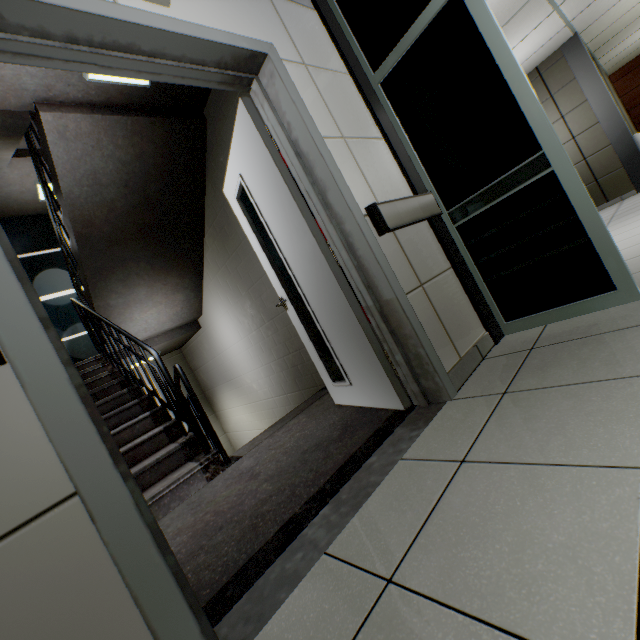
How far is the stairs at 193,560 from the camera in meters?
1.3 m

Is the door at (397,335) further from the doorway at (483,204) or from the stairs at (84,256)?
the doorway at (483,204)

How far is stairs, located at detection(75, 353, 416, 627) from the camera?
1.3m

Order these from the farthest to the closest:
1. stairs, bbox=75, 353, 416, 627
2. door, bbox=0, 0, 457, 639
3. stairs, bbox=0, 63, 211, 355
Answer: stairs, bbox=0, 63, 211, 355
stairs, bbox=75, 353, 416, 627
door, bbox=0, 0, 457, 639

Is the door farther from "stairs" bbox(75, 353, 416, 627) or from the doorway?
the doorway

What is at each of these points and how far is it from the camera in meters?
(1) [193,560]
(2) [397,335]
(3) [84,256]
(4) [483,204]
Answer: (1) stairs, 1.5 m
(2) door, 1.8 m
(3) stairs, 3.5 m
(4) doorway, 2.1 m

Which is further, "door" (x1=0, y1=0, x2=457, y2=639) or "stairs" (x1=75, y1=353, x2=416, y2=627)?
"stairs" (x1=75, y1=353, x2=416, y2=627)
